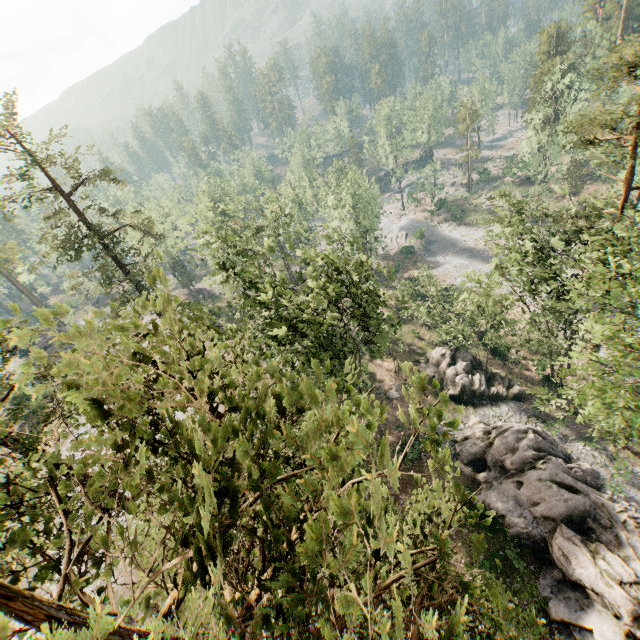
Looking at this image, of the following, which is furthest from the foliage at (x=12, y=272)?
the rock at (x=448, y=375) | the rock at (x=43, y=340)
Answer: the rock at (x=448, y=375)

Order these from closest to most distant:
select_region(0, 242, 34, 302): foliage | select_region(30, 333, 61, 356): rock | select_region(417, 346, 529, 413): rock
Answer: select_region(417, 346, 529, 413): rock, select_region(30, 333, 61, 356): rock, select_region(0, 242, 34, 302): foliage

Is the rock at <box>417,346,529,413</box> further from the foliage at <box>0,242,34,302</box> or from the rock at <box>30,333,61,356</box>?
the rock at <box>30,333,61,356</box>

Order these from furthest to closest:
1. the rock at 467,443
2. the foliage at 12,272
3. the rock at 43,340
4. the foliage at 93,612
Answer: the foliage at 12,272
the rock at 43,340
the rock at 467,443
the foliage at 93,612

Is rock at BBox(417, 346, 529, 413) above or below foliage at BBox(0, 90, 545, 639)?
below

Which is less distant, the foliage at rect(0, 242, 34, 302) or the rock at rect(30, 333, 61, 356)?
the rock at rect(30, 333, 61, 356)

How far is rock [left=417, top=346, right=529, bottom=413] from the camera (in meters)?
30.97

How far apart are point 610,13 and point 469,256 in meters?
49.6 m
